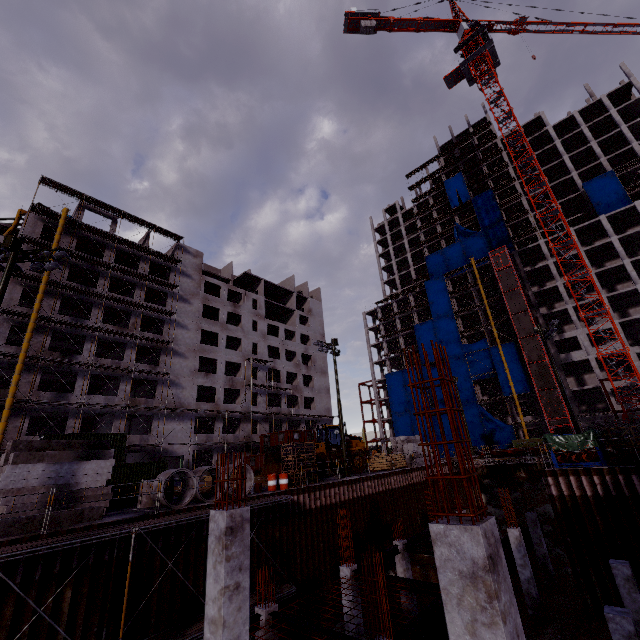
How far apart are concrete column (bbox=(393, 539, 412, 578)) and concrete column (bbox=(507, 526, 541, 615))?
6.2 meters

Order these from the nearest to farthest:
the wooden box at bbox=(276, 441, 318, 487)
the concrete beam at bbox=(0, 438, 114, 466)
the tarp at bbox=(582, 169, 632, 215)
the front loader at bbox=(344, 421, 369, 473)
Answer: the concrete beam at bbox=(0, 438, 114, 466) → the wooden box at bbox=(276, 441, 318, 487) → the front loader at bbox=(344, 421, 369, 473) → the tarp at bbox=(582, 169, 632, 215)

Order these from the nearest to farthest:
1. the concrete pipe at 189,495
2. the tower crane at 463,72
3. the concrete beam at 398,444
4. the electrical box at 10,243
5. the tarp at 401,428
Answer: the electrical box at 10,243
the concrete pipe at 189,495
the concrete beam at 398,444
the tower crane at 463,72
the tarp at 401,428

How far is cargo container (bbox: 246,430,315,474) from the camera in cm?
3988

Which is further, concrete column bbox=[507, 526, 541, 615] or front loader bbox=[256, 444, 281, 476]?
front loader bbox=[256, 444, 281, 476]

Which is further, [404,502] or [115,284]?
[115,284]

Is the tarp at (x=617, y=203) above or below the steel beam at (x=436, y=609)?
above

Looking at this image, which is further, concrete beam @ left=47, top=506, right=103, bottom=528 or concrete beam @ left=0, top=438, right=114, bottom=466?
concrete beam @ left=0, top=438, right=114, bottom=466
